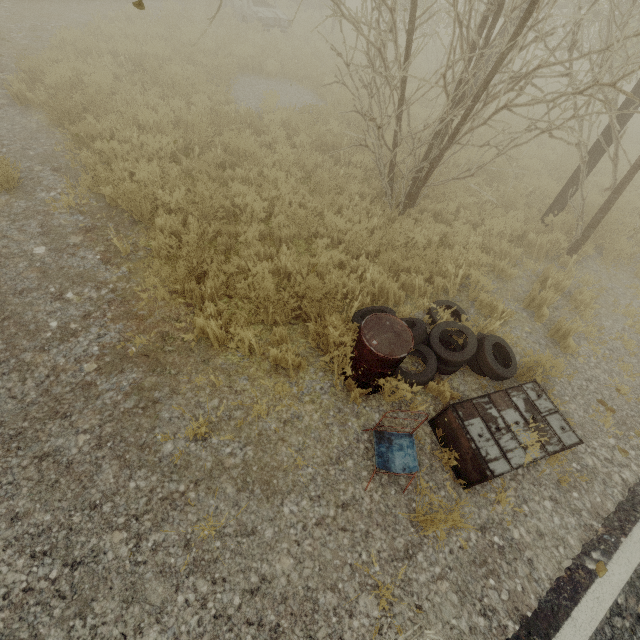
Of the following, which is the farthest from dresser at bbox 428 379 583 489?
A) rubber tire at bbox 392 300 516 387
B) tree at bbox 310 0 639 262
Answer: tree at bbox 310 0 639 262

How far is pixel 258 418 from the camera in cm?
347

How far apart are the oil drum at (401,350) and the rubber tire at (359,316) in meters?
0.0 m

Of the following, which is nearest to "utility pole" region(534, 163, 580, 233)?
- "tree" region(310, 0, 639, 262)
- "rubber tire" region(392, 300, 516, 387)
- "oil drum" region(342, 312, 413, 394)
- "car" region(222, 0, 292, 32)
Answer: "tree" region(310, 0, 639, 262)

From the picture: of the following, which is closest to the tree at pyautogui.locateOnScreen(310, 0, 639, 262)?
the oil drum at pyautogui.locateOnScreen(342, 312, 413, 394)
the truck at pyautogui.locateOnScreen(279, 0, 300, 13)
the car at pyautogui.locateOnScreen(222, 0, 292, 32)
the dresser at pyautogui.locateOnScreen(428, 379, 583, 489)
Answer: the dresser at pyautogui.locateOnScreen(428, 379, 583, 489)

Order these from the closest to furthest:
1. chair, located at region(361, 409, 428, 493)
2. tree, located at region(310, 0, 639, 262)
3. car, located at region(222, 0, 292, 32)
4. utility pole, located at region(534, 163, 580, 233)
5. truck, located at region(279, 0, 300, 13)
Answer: chair, located at region(361, 409, 428, 493), tree, located at region(310, 0, 639, 262), utility pole, located at region(534, 163, 580, 233), car, located at region(222, 0, 292, 32), truck, located at region(279, 0, 300, 13)

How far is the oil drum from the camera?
3.28m
